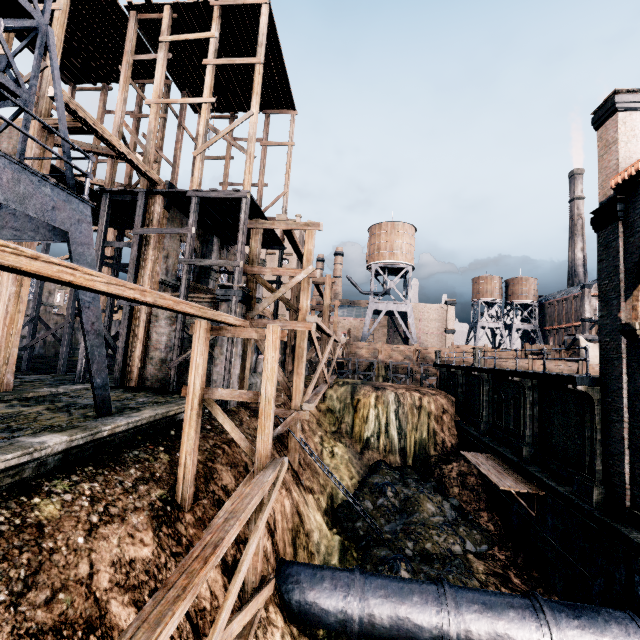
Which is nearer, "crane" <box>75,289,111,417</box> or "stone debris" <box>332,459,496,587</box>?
"crane" <box>75,289,111,417</box>

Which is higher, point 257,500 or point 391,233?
point 391,233

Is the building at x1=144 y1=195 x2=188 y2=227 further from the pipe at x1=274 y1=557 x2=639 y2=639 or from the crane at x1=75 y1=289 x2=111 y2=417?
the pipe at x1=274 y1=557 x2=639 y2=639

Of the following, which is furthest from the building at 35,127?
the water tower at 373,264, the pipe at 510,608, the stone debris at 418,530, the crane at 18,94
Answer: the water tower at 373,264

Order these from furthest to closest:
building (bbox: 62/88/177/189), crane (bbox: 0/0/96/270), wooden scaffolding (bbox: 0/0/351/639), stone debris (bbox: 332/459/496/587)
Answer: stone debris (bbox: 332/459/496/587), building (bbox: 62/88/177/189), crane (bbox: 0/0/96/270), wooden scaffolding (bbox: 0/0/351/639)

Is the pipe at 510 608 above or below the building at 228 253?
below

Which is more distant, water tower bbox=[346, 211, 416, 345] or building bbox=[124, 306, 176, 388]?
water tower bbox=[346, 211, 416, 345]

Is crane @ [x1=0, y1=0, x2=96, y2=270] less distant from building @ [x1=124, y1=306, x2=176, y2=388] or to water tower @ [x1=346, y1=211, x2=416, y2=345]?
building @ [x1=124, y1=306, x2=176, y2=388]
